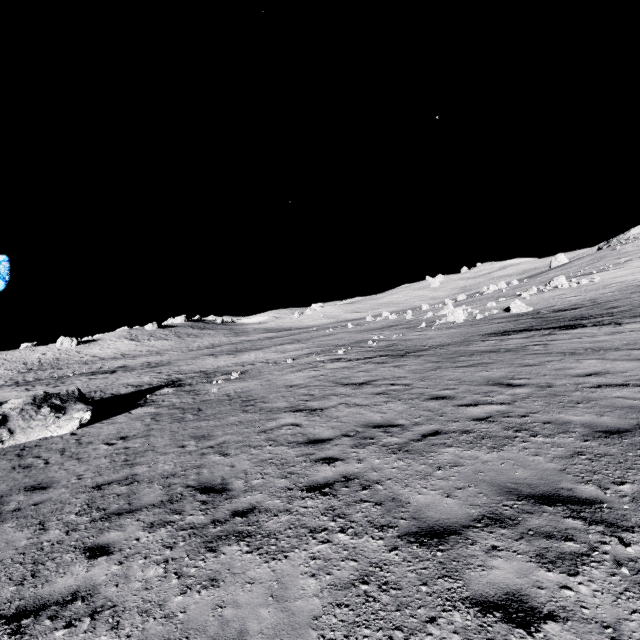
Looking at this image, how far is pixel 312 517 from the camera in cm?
487

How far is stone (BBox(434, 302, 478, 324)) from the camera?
33.2m

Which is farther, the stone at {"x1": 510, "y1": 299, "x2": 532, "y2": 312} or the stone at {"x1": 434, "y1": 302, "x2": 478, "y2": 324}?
the stone at {"x1": 434, "y1": 302, "x2": 478, "y2": 324}

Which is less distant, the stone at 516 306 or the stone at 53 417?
the stone at 53 417

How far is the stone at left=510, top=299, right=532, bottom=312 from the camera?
29.24m

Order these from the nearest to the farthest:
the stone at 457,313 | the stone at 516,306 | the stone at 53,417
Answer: the stone at 53,417 < the stone at 516,306 < the stone at 457,313

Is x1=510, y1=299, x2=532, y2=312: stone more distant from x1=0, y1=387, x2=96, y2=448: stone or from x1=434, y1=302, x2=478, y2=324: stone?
x1=0, y1=387, x2=96, y2=448: stone
